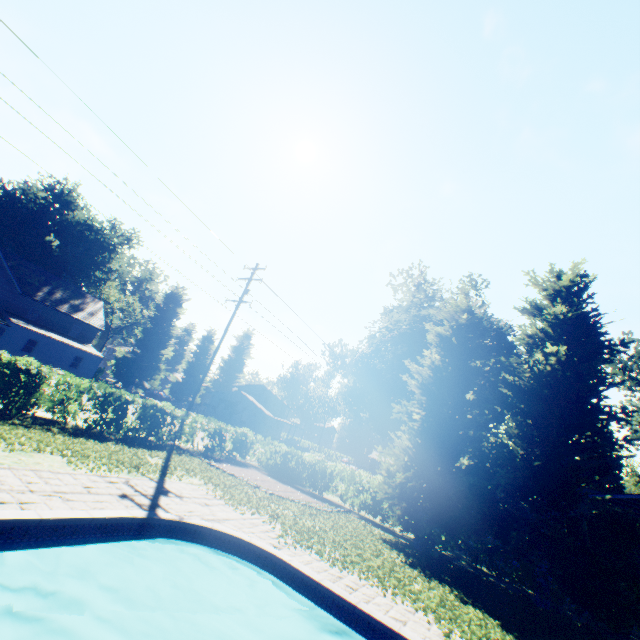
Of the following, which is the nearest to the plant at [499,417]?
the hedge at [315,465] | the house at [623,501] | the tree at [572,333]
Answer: the tree at [572,333]

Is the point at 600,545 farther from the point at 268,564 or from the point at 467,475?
the point at 268,564

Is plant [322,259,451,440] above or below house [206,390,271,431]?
above

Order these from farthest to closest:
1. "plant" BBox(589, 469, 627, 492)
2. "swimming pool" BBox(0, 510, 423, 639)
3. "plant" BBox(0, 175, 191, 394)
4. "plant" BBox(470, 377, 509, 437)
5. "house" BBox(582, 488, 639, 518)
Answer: "plant" BBox(589, 469, 627, 492) < "plant" BBox(0, 175, 191, 394) < "plant" BBox(470, 377, 509, 437) < "house" BBox(582, 488, 639, 518) < "swimming pool" BBox(0, 510, 423, 639)

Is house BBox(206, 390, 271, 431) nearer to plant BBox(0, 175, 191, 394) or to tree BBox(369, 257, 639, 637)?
plant BBox(0, 175, 191, 394)

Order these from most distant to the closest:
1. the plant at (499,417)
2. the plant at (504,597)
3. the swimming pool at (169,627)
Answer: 1. the plant at (499,417)
2. the plant at (504,597)
3. the swimming pool at (169,627)

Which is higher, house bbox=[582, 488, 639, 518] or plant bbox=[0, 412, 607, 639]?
house bbox=[582, 488, 639, 518]

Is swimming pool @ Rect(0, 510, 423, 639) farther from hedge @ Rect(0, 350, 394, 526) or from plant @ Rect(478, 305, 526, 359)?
hedge @ Rect(0, 350, 394, 526)
